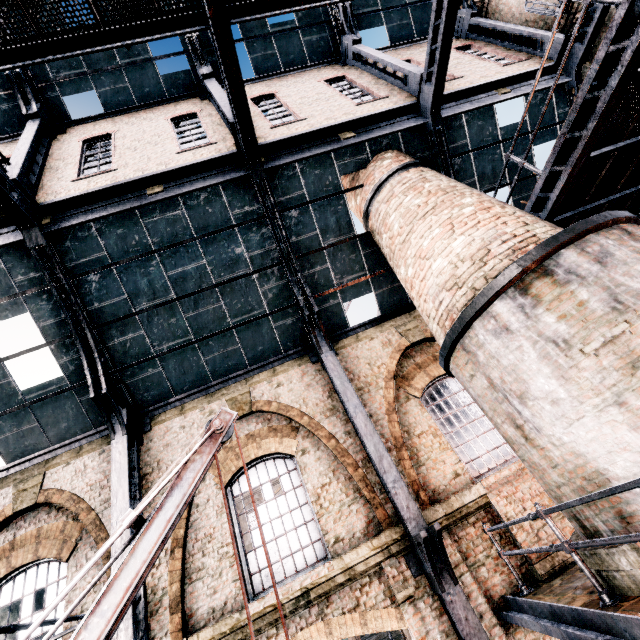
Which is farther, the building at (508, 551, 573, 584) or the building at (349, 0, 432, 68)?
the building at (349, 0, 432, 68)

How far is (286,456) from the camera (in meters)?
9.04

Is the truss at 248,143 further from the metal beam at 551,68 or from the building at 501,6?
the metal beam at 551,68

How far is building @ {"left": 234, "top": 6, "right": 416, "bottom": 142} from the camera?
10.4 meters

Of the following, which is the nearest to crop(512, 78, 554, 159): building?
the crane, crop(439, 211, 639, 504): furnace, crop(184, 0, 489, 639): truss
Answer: crop(184, 0, 489, 639): truss

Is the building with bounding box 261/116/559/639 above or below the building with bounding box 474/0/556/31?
below

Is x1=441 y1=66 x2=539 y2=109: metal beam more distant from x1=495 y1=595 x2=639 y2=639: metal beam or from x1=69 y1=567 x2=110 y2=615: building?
x1=495 y1=595 x2=639 y2=639: metal beam

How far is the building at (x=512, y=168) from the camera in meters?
11.5 m
